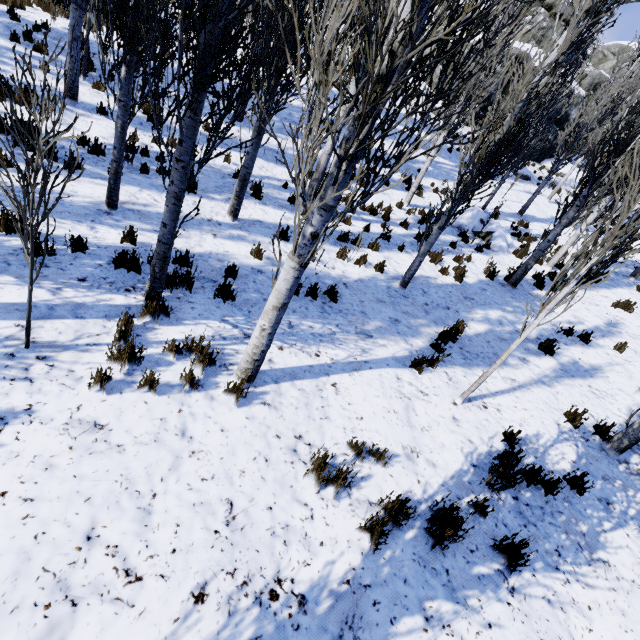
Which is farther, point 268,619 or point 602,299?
point 602,299

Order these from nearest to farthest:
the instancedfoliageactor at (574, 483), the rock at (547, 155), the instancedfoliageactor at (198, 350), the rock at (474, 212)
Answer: the instancedfoliageactor at (198, 350)
the instancedfoliageactor at (574, 483)
the rock at (474, 212)
the rock at (547, 155)

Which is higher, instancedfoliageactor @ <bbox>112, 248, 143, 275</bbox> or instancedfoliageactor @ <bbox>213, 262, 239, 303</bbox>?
instancedfoliageactor @ <bbox>213, 262, 239, 303</bbox>

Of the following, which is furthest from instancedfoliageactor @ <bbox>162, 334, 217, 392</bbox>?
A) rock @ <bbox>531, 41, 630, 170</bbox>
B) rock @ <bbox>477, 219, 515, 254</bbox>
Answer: rock @ <bbox>477, 219, 515, 254</bbox>

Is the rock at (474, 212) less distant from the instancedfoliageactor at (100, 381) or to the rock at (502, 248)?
the instancedfoliageactor at (100, 381)

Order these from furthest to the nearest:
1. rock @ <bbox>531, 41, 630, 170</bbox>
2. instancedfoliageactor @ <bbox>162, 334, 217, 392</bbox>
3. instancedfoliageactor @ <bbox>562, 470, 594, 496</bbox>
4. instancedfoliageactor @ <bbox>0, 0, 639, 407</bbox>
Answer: rock @ <bbox>531, 41, 630, 170</bbox>, instancedfoliageactor @ <bbox>562, 470, 594, 496</bbox>, instancedfoliageactor @ <bbox>162, 334, 217, 392</bbox>, instancedfoliageactor @ <bbox>0, 0, 639, 407</bbox>

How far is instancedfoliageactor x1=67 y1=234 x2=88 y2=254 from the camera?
4.9m

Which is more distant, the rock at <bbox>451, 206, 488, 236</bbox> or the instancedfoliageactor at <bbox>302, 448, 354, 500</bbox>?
the rock at <bbox>451, 206, 488, 236</bbox>
